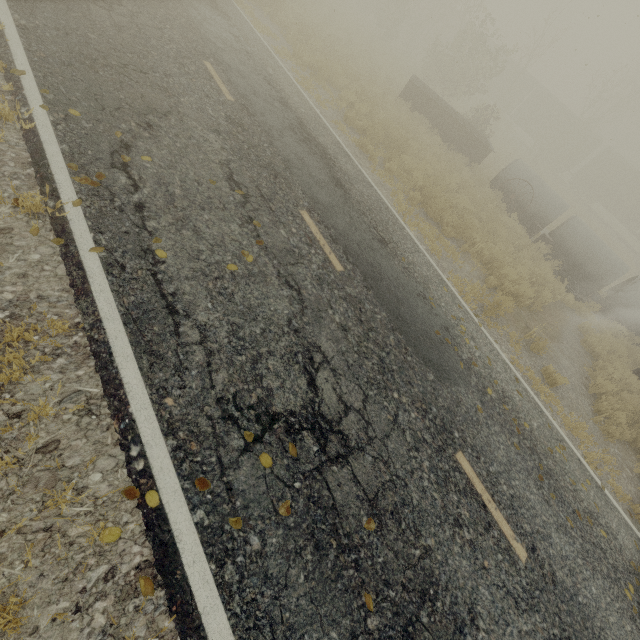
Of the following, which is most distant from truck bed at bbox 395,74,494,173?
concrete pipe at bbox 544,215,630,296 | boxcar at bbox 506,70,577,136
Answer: boxcar at bbox 506,70,577,136

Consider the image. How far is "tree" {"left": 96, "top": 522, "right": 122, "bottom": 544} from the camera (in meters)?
2.49

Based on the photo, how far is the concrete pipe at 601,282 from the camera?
15.18m

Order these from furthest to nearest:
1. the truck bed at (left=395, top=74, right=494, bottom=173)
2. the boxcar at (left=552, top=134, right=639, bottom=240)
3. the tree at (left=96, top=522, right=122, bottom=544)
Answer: the boxcar at (left=552, top=134, right=639, bottom=240) → the truck bed at (left=395, top=74, right=494, bottom=173) → the tree at (left=96, top=522, right=122, bottom=544)

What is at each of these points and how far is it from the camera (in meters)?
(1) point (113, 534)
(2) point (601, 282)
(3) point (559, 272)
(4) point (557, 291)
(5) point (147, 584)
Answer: (1) tree, 2.59
(2) concrete pipe, 15.28
(3) rubber tire, 15.31
(4) tree, 12.91
(5) tree, 2.53

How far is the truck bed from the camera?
16.7m

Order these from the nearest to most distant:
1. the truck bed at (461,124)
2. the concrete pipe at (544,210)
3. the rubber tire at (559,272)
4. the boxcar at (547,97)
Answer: the rubber tire at (559,272), the concrete pipe at (544,210), the truck bed at (461,124), the boxcar at (547,97)

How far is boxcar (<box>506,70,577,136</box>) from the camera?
35.25m
